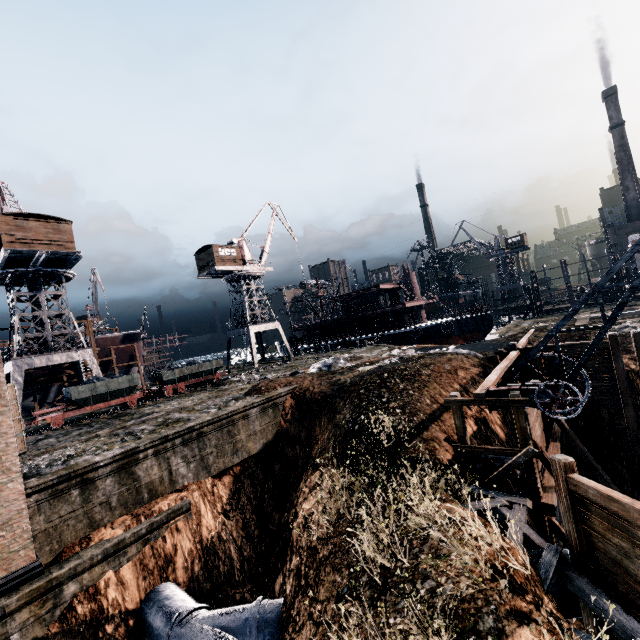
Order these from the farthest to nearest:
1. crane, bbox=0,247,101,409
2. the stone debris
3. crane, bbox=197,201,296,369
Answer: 1. crane, bbox=197,201,296,369
2. crane, bbox=0,247,101,409
3. the stone debris

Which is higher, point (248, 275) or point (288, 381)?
point (248, 275)

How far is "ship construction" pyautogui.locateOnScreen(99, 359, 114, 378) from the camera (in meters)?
42.46

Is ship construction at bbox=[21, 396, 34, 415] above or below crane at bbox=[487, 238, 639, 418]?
above

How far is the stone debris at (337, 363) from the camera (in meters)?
24.73

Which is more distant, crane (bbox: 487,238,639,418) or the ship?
the ship

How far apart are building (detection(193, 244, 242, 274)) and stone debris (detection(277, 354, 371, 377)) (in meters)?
23.26

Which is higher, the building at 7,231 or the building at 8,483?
the building at 7,231
